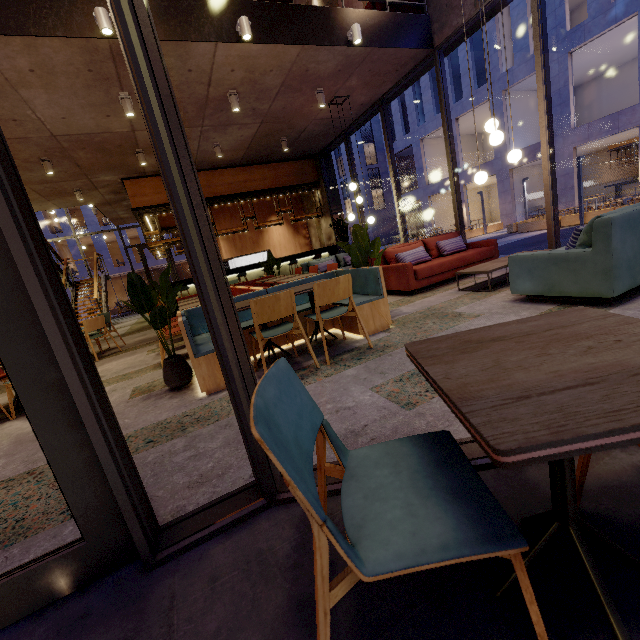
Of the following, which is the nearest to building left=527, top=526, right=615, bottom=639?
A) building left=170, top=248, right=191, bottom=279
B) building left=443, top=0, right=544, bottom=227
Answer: building left=443, top=0, right=544, bottom=227

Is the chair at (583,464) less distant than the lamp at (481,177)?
Yes

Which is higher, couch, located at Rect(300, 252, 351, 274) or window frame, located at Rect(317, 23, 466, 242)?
window frame, located at Rect(317, 23, 466, 242)

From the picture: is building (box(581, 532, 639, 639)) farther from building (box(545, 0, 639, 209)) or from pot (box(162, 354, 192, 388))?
building (box(545, 0, 639, 209))

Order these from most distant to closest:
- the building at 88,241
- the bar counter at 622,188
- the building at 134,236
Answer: the building at 134,236, the building at 88,241, the bar counter at 622,188

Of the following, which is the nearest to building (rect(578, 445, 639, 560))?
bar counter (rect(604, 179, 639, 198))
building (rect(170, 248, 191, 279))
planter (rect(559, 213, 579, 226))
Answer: planter (rect(559, 213, 579, 226))

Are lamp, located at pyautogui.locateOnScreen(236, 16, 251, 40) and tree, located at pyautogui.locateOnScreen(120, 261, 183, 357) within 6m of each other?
yes

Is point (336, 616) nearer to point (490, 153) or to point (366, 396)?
point (366, 396)
